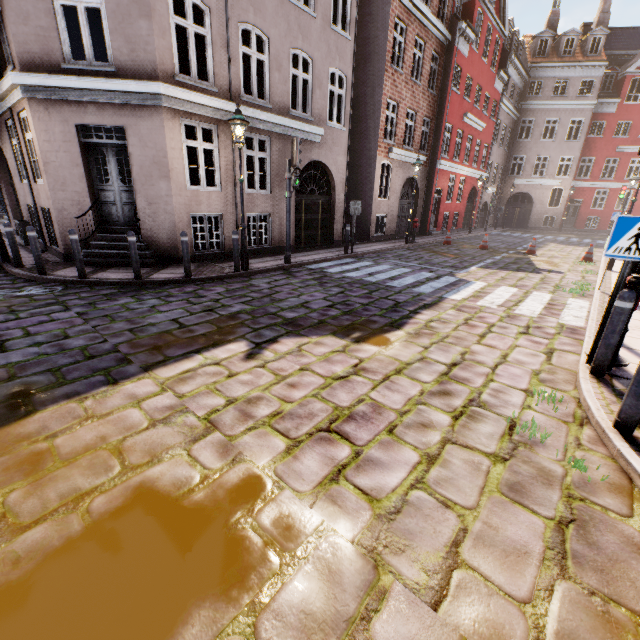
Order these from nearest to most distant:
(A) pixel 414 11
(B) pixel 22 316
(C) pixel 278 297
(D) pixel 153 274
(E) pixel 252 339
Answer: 1. (E) pixel 252 339
2. (B) pixel 22 316
3. (C) pixel 278 297
4. (D) pixel 153 274
5. (A) pixel 414 11

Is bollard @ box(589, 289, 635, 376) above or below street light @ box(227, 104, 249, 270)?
below

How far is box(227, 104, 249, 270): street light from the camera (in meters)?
7.66

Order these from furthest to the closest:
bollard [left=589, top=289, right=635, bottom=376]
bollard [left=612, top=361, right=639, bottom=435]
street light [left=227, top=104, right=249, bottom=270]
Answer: street light [left=227, top=104, right=249, bottom=270]
bollard [left=589, top=289, right=635, bottom=376]
bollard [left=612, top=361, right=639, bottom=435]

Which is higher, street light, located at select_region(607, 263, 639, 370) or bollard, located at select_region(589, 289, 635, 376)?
street light, located at select_region(607, 263, 639, 370)

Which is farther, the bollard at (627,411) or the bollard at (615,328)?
the bollard at (615,328)

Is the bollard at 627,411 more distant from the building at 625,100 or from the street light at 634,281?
the building at 625,100

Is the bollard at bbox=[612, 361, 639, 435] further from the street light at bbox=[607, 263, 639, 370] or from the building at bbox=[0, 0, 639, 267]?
the building at bbox=[0, 0, 639, 267]
